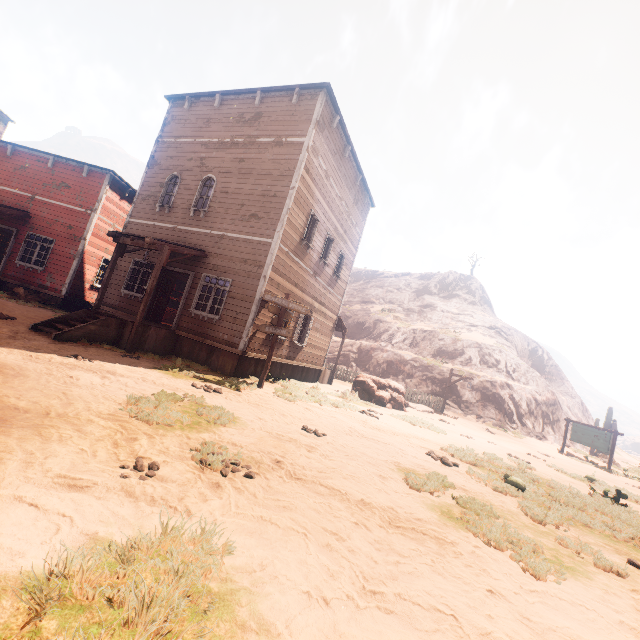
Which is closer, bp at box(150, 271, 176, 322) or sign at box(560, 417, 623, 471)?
bp at box(150, 271, 176, 322)

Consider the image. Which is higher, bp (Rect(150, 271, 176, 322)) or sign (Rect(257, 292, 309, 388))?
sign (Rect(257, 292, 309, 388))

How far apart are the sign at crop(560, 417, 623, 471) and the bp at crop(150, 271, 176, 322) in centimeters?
2421cm

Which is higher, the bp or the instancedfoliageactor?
the bp

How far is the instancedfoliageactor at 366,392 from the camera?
15.9 meters

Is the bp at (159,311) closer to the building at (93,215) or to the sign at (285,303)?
the building at (93,215)

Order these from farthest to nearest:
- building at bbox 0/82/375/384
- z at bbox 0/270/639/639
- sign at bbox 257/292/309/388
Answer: building at bbox 0/82/375/384 < sign at bbox 257/292/309/388 < z at bbox 0/270/639/639

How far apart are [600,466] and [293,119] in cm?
2318
